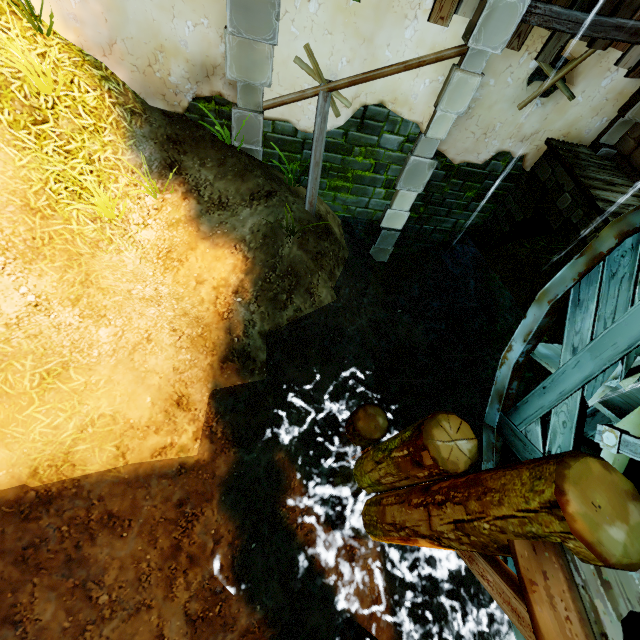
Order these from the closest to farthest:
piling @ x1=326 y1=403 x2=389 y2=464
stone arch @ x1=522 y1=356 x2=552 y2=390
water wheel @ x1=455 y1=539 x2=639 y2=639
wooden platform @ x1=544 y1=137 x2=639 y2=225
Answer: water wheel @ x1=455 y1=539 x2=639 y2=639 < piling @ x1=326 y1=403 x2=389 y2=464 < wooden platform @ x1=544 y1=137 x2=639 y2=225 < stone arch @ x1=522 y1=356 x2=552 y2=390

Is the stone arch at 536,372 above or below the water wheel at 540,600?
below

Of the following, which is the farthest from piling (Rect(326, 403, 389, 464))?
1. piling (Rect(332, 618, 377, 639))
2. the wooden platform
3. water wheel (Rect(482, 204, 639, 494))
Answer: the wooden platform

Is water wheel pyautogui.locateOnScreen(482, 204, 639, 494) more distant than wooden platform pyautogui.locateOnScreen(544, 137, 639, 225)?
No

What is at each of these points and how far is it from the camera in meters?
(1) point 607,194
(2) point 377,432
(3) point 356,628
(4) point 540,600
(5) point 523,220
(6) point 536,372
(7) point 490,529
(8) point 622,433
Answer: (1) wooden platform, 5.3
(2) piling, 4.5
(3) piling, 4.9
(4) water wheel, 1.7
(5) stone arch, 6.8
(6) stone arch, 6.2
(7) piling, 2.1
(8) water wheel, 2.8

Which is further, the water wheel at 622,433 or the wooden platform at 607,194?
the wooden platform at 607,194

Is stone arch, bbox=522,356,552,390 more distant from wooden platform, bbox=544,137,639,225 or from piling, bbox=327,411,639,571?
piling, bbox=327,411,639,571

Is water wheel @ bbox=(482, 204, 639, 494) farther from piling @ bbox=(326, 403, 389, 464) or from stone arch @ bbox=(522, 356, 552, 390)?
stone arch @ bbox=(522, 356, 552, 390)
